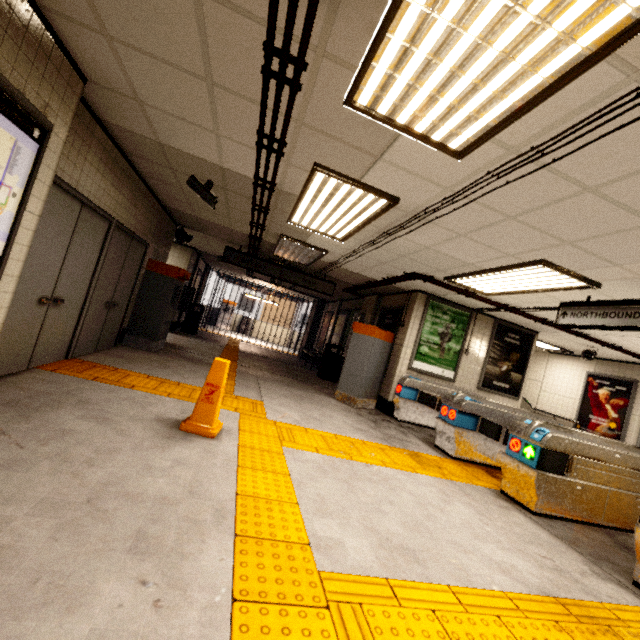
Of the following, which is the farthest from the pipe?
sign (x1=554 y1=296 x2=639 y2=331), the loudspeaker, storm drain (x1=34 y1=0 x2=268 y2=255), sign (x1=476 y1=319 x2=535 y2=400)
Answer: sign (x1=476 y1=319 x2=535 y2=400)

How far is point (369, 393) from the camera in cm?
745

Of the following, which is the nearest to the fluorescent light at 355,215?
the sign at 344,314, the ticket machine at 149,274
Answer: the ticket machine at 149,274

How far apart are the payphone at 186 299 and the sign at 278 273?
3.48m

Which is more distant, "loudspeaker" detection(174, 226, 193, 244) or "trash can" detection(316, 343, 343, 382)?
"trash can" detection(316, 343, 343, 382)

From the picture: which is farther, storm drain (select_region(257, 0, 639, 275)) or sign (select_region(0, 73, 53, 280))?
sign (select_region(0, 73, 53, 280))

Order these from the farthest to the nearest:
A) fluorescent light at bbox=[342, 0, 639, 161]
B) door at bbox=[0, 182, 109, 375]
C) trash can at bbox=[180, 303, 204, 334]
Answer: trash can at bbox=[180, 303, 204, 334] < door at bbox=[0, 182, 109, 375] < fluorescent light at bbox=[342, 0, 639, 161]

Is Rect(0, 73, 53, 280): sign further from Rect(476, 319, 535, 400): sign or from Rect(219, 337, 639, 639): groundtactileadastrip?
Rect(476, 319, 535, 400): sign
